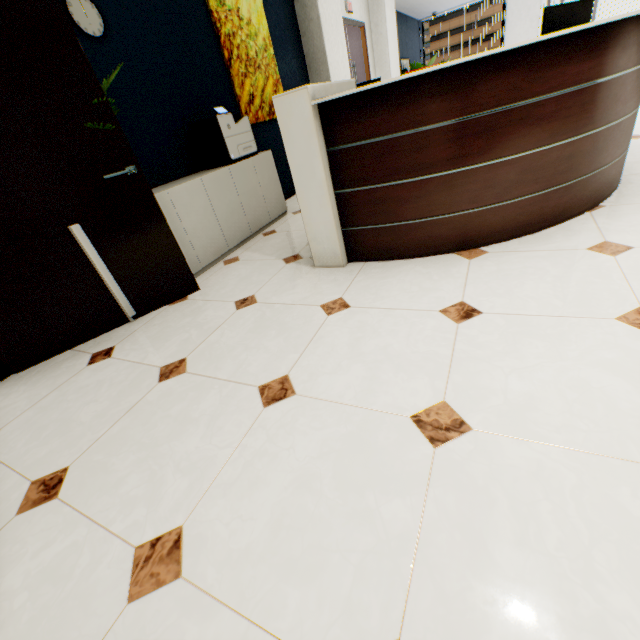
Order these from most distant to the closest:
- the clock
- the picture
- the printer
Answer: the picture → the printer → the clock

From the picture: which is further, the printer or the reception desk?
the printer

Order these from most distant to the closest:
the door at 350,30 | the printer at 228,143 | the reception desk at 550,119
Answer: the door at 350,30
the printer at 228,143
the reception desk at 550,119

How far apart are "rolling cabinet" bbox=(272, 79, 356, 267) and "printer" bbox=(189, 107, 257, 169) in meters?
1.3 m

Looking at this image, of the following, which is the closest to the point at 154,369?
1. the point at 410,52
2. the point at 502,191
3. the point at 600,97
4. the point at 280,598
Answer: the point at 280,598

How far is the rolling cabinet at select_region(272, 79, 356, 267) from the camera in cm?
201

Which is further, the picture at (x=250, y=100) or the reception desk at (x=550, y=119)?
the picture at (x=250, y=100)

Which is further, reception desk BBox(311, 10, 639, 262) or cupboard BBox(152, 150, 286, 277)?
cupboard BBox(152, 150, 286, 277)
